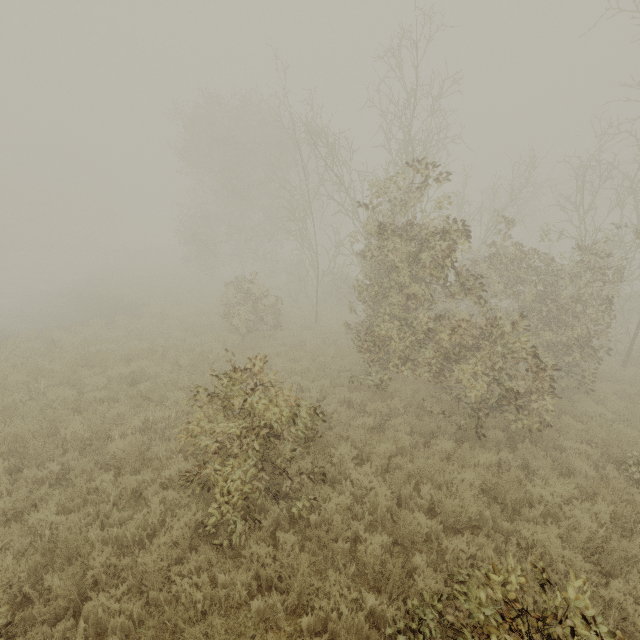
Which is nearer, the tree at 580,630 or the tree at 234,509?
the tree at 580,630

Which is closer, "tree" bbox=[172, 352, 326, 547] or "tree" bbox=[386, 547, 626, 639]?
"tree" bbox=[386, 547, 626, 639]

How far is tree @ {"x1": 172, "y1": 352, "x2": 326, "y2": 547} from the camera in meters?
→ 4.7 m

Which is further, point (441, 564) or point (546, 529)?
point (546, 529)

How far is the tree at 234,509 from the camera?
4.7 meters
